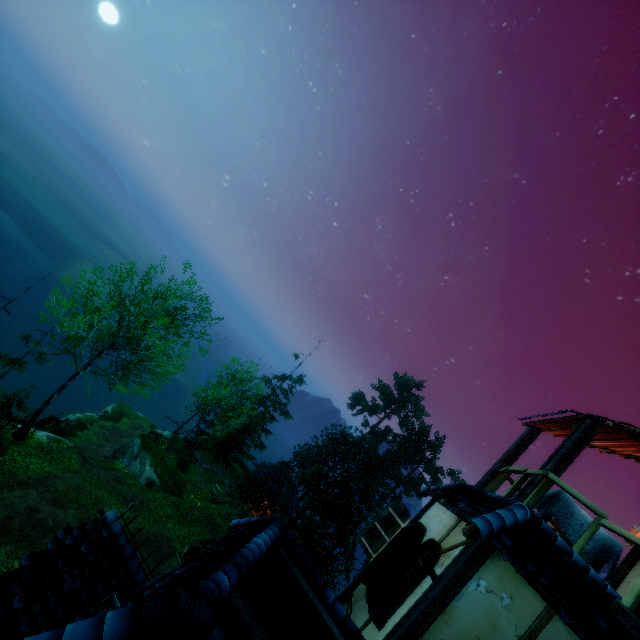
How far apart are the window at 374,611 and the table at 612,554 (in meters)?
1.68

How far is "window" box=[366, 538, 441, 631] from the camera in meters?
5.1

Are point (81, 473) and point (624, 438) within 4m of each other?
no

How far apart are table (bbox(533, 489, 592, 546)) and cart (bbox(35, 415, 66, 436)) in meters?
28.0 m

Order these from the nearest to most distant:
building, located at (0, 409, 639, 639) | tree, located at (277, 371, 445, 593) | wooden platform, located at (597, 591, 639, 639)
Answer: building, located at (0, 409, 639, 639)
wooden platform, located at (597, 591, 639, 639)
tree, located at (277, 371, 445, 593)

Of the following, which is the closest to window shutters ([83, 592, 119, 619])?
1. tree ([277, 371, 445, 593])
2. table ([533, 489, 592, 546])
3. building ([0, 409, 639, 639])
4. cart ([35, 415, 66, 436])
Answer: building ([0, 409, 639, 639])

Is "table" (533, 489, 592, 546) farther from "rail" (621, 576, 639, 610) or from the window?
the window

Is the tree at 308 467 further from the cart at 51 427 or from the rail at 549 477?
the rail at 549 477
